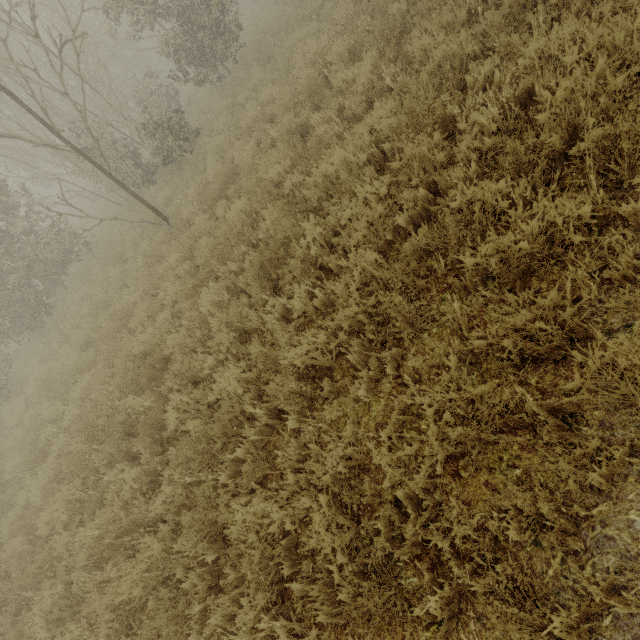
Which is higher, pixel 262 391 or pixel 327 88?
pixel 327 88
